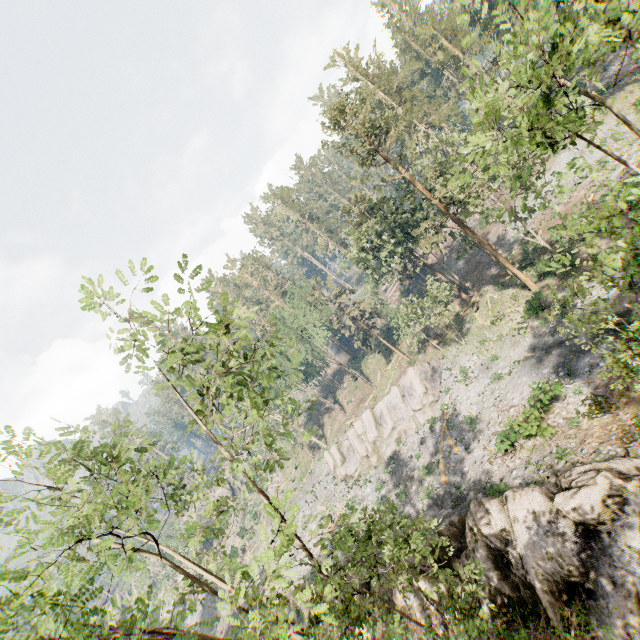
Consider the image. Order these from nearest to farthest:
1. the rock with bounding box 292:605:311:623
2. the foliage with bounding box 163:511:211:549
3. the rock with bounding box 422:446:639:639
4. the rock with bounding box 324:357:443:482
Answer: the foliage with bounding box 163:511:211:549, the rock with bounding box 422:446:639:639, the rock with bounding box 292:605:311:623, the rock with bounding box 324:357:443:482

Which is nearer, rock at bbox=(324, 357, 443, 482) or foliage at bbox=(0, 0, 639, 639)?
foliage at bbox=(0, 0, 639, 639)

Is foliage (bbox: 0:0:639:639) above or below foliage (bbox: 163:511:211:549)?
above

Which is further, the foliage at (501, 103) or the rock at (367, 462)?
the rock at (367, 462)

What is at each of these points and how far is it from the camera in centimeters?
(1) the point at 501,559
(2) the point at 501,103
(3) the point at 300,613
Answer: (1) rock, 1466cm
(2) foliage, 800cm
(3) rock, 2455cm

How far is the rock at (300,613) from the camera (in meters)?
23.70

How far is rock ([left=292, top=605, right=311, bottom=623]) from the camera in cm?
2370
